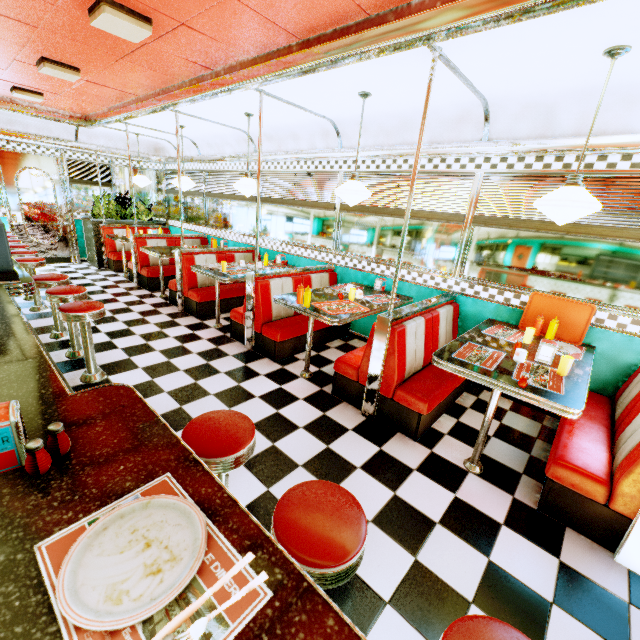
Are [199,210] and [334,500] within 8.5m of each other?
yes

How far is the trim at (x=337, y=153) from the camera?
3.9m

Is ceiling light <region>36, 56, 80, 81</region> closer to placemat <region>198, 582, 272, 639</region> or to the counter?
the counter

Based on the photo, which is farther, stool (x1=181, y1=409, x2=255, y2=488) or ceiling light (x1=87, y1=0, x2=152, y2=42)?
ceiling light (x1=87, y1=0, x2=152, y2=42)

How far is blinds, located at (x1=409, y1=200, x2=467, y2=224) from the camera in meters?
3.8

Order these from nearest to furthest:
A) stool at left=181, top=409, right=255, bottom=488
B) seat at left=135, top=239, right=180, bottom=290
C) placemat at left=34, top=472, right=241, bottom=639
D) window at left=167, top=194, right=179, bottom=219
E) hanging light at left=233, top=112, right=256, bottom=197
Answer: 1. placemat at left=34, top=472, right=241, bottom=639
2. stool at left=181, top=409, right=255, bottom=488
3. hanging light at left=233, top=112, right=256, bottom=197
4. seat at left=135, top=239, right=180, bottom=290
5. window at left=167, top=194, right=179, bottom=219

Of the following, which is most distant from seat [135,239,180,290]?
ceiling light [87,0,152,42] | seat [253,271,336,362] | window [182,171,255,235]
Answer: ceiling light [87,0,152,42]

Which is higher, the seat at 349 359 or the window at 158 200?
the window at 158 200
